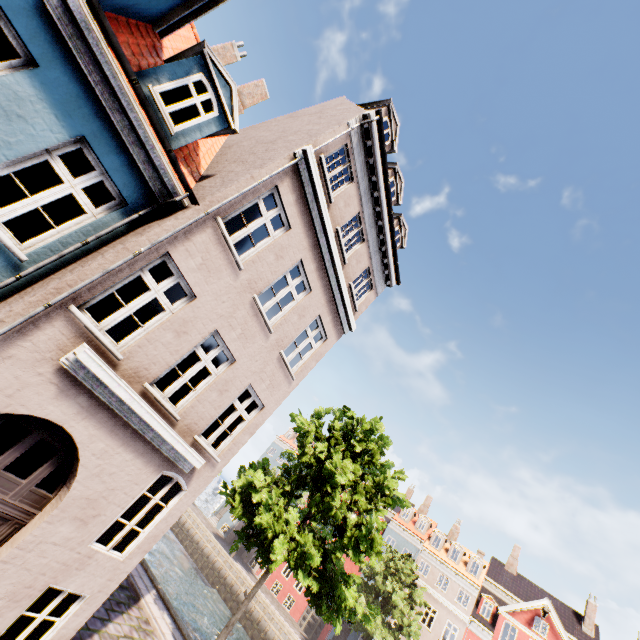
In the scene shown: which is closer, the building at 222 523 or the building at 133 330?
the building at 133 330

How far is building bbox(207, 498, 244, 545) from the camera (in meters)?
40.60

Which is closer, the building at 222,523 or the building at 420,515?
the building at 420,515

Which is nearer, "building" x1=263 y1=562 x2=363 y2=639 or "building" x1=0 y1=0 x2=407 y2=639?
"building" x1=0 y1=0 x2=407 y2=639

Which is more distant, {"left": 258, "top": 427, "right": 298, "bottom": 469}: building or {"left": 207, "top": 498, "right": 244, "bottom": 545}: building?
{"left": 258, "top": 427, "right": 298, "bottom": 469}: building

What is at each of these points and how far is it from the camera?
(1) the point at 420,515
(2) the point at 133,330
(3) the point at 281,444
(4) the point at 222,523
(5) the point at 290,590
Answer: (1) building, 37.6 meters
(2) building, 12.2 meters
(3) building, 48.5 meters
(4) building, 42.0 meters
(5) building, 34.9 meters

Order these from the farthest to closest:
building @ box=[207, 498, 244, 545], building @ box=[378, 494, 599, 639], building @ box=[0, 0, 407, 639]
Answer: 1. building @ box=[207, 498, 244, 545]
2. building @ box=[378, 494, 599, 639]
3. building @ box=[0, 0, 407, 639]
